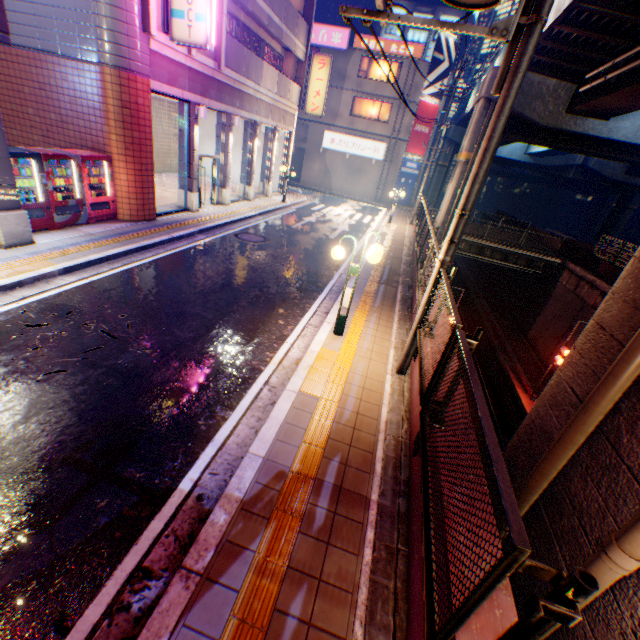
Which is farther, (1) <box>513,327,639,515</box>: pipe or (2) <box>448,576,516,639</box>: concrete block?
(1) <box>513,327,639,515</box>: pipe

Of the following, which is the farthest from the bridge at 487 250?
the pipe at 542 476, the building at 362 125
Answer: the pipe at 542 476

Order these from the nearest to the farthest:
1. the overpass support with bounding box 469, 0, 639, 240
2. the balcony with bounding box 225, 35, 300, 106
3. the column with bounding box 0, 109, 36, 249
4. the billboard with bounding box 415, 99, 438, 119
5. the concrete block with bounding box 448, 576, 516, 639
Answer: the concrete block with bounding box 448, 576, 516, 639
the column with bounding box 0, 109, 36, 249
the overpass support with bounding box 469, 0, 639, 240
the balcony with bounding box 225, 35, 300, 106
the billboard with bounding box 415, 99, 438, 119

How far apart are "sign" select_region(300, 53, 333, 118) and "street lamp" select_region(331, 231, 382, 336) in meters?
19.5 m

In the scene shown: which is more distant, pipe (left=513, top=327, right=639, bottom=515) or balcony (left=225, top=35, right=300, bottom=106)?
balcony (left=225, top=35, right=300, bottom=106)

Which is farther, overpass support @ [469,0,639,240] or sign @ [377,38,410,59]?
sign @ [377,38,410,59]

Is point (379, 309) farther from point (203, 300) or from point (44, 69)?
point (44, 69)

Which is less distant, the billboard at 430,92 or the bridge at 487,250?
the bridge at 487,250
